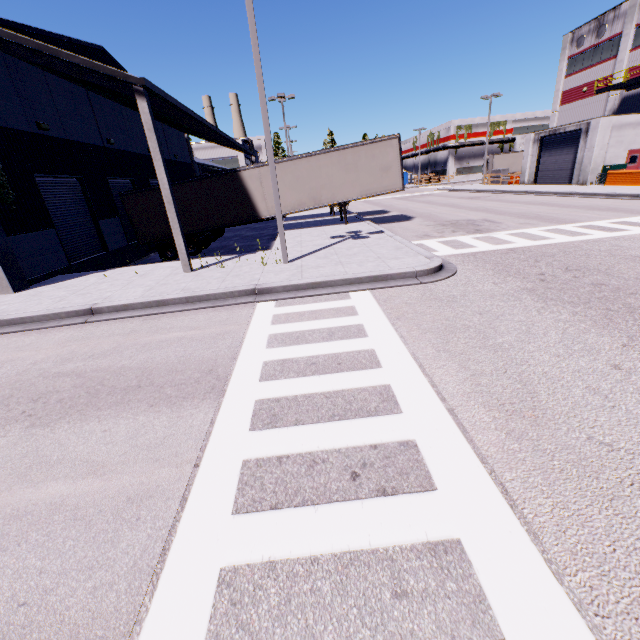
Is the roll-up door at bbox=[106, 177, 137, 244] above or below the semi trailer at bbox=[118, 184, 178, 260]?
above

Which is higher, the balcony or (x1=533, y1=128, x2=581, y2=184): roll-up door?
the balcony

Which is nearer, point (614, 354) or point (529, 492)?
point (529, 492)

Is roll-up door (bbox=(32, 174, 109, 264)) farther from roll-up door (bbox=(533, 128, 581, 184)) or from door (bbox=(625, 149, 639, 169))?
roll-up door (bbox=(533, 128, 581, 184))

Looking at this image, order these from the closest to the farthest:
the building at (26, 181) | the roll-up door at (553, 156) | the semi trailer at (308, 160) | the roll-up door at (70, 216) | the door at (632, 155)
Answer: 1. the building at (26, 181)
2. the roll-up door at (70, 216)
3. the semi trailer at (308, 160)
4. the door at (632, 155)
5. the roll-up door at (553, 156)

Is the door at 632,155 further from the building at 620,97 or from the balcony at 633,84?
the balcony at 633,84

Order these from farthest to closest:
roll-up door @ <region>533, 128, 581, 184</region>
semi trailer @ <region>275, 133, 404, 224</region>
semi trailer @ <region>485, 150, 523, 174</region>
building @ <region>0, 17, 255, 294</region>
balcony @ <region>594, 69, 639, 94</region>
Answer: semi trailer @ <region>485, 150, 523, 174</region>
roll-up door @ <region>533, 128, 581, 184</region>
balcony @ <region>594, 69, 639, 94</region>
semi trailer @ <region>275, 133, 404, 224</region>
building @ <region>0, 17, 255, 294</region>
